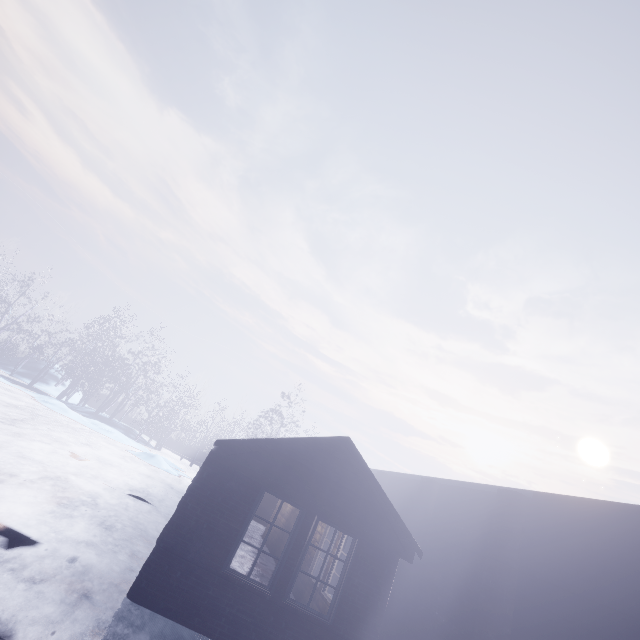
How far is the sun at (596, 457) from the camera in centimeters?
5209cm

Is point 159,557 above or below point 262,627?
above

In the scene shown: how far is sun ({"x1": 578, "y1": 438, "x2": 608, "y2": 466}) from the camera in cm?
5209
